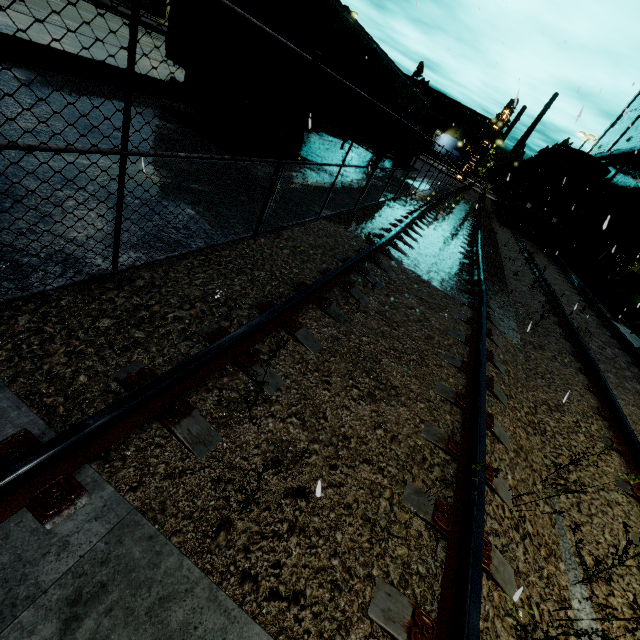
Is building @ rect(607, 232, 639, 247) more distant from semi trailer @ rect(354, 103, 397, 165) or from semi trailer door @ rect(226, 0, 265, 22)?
semi trailer door @ rect(226, 0, 265, 22)

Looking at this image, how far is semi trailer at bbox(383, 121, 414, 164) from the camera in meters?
17.1

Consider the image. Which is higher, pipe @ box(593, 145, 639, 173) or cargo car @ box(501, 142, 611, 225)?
pipe @ box(593, 145, 639, 173)

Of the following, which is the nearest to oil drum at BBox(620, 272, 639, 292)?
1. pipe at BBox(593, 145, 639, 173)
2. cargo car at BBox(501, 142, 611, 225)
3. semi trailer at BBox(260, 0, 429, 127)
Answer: pipe at BBox(593, 145, 639, 173)

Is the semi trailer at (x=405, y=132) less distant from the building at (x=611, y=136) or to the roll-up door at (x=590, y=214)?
the building at (x=611, y=136)

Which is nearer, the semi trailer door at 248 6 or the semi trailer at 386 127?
the semi trailer door at 248 6

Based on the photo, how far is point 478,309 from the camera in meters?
5.5

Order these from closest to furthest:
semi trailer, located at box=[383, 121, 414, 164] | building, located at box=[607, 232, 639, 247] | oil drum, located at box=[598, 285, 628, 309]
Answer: oil drum, located at box=[598, 285, 628, 309], semi trailer, located at box=[383, 121, 414, 164], building, located at box=[607, 232, 639, 247]
